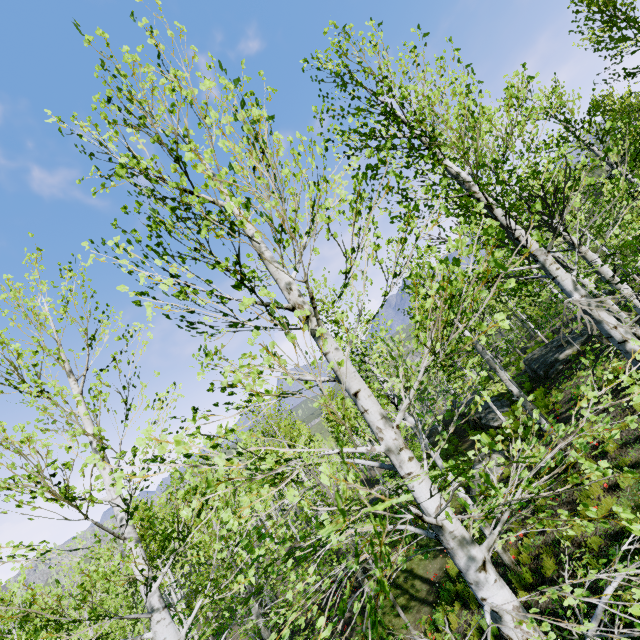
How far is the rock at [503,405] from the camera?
20.6 meters

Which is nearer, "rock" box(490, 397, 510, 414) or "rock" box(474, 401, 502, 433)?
"rock" box(474, 401, 502, 433)

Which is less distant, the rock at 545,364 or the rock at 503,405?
the rock at 545,364

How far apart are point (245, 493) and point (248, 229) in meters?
33.8

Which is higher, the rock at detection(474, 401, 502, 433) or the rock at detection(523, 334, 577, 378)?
the rock at detection(523, 334, 577, 378)

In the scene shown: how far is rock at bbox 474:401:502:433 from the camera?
19.8m

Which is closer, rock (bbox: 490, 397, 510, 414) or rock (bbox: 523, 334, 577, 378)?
rock (bbox: 523, 334, 577, 378)
